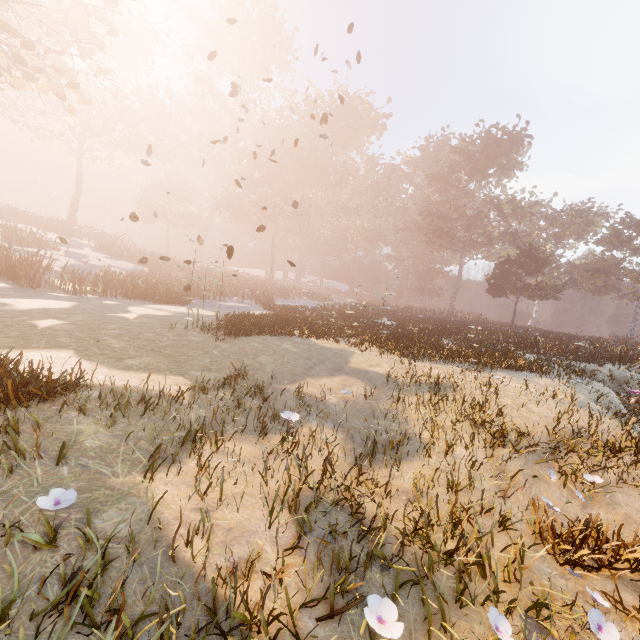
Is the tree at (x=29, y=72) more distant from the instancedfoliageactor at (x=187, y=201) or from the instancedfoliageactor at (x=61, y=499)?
the instancedfoliageactor at (x=187, y=201)

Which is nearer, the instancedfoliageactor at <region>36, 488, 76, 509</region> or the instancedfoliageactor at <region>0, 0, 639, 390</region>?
the instancedfoliageactor at <region>36, 488, 76, 509</region>

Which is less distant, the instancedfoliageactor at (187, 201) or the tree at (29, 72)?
the tree at (29, 72)

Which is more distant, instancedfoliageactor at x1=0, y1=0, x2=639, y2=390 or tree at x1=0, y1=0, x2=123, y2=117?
instancedfoliageactor at x1=0, y1=0, x2=639, y2=390

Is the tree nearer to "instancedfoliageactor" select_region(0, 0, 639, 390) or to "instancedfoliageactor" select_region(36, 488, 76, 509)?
"instancedfoliageactor" select_region(36, 488, 76, 509)

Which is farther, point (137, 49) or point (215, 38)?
point (215, 38)

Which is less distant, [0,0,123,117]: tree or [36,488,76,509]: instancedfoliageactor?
[36,488,76,509]: instancedfoliageactor

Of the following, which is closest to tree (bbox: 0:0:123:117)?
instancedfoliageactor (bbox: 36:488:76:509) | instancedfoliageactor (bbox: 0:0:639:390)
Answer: instancedfoliageactor (bbox: 36:488:76:509)
